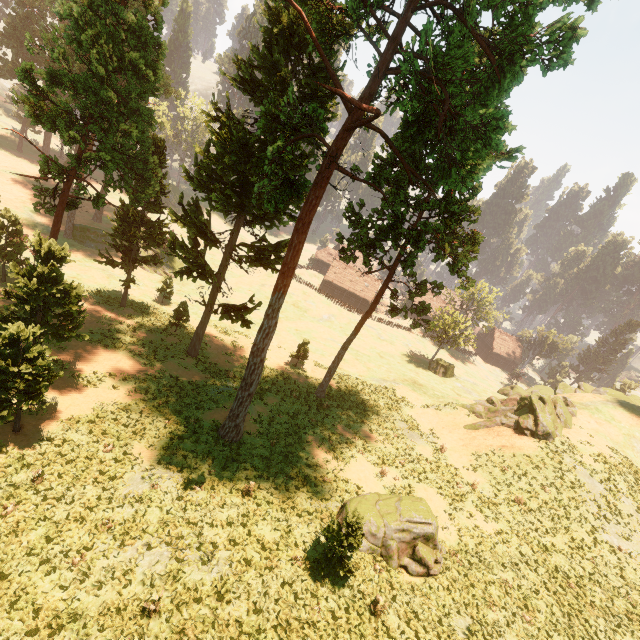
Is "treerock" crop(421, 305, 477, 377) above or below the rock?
below

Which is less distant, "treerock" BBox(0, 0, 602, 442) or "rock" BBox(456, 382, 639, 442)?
"treerock" BBox(0, 0, 602, 442)

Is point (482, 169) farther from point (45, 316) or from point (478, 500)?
point (45, 316)

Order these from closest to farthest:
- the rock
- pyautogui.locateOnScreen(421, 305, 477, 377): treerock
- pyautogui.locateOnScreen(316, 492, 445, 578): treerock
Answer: pyautogui.locateOnScreen(316, 492, 445, 578): treerock < the rock < pyautogui.locateOnScreen(421, 305, 477, 377): treerock

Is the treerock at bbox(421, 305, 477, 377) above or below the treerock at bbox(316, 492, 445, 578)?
below

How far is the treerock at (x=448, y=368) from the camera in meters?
49.3 m

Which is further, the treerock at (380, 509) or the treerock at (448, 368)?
the treerock at (448, 368)
